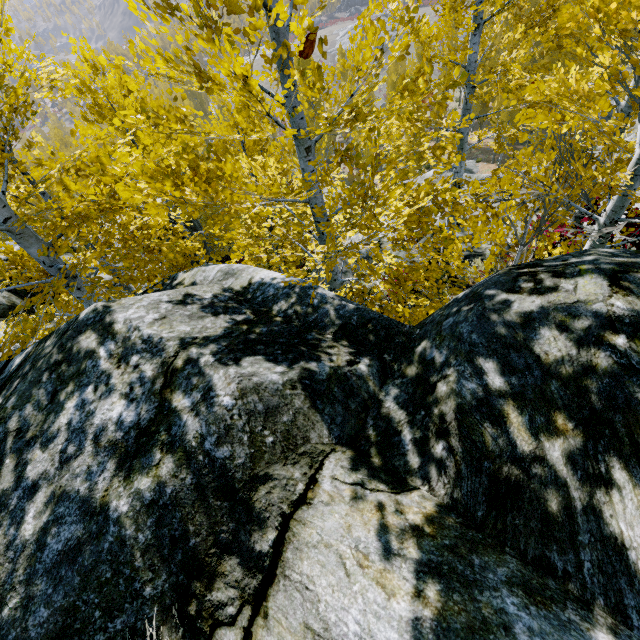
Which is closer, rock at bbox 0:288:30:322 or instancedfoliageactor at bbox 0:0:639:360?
instancedfoliageactor at bbox 0:0:639:360

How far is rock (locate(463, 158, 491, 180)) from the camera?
13.1 meters

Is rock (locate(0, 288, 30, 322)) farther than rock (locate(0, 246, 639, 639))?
Yes

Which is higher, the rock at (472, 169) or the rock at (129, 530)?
the rock at (129, 530)

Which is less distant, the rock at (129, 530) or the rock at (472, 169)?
the rock at (129, 530)

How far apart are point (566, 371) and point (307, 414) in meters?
1.4 m
